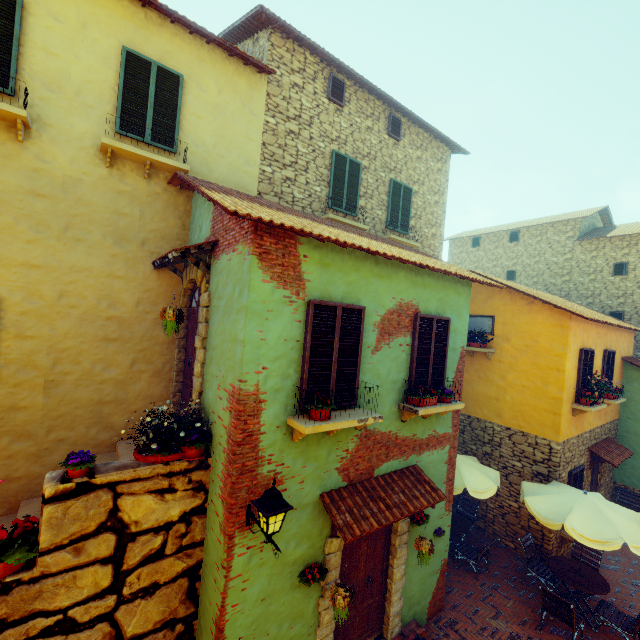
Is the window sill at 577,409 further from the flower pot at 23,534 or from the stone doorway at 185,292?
the flower pot at 23,534

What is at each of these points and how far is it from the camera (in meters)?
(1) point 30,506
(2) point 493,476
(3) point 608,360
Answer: (1) stair, 5.56
(2) table, 9.13
(3) window, 11.22

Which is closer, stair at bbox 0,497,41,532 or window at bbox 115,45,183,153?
stair at bbox 0,497,41,532

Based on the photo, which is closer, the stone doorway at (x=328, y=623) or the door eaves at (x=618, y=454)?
Result: the stone doorway at (x=328, y=623)

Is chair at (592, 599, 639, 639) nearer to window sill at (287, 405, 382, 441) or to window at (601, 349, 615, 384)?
window at (601, 349, 615, 384)

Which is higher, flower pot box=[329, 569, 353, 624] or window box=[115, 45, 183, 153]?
window box=[115, 45, 183, 153]

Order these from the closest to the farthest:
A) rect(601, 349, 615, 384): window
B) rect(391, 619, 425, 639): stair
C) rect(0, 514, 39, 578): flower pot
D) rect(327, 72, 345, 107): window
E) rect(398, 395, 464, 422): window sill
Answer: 1. rect(0, 514, 39, 578): flower pot
2. rect(398, 395, 464, 422): window sill
3. rect(391, 619, 425, 639): stair
4. rect(327, 72, 345, 107): window
5. rect(601, 349, 615, 384): window

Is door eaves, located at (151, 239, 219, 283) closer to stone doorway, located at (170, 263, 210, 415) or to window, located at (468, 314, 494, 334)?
stone doorway, located at (170, 263, 210, 415)
